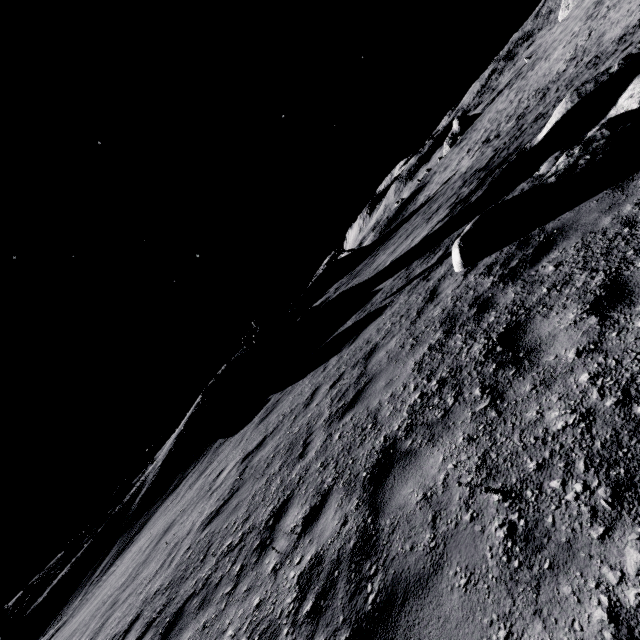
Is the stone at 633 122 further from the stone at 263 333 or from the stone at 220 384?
the stone at 220 384

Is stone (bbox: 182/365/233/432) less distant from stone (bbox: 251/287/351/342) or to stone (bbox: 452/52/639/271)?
stone (bbox: 251/287/351/342)

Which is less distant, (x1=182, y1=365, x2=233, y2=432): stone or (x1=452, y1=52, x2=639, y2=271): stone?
(x1=452, y1=52, x2=639, y2=271): stone

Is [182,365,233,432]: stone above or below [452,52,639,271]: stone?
above

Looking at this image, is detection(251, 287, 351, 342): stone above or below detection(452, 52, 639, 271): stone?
above

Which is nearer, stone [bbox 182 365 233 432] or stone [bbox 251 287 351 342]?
stone [bbox 182 365 233 432]

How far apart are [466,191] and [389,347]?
17.1 meters
